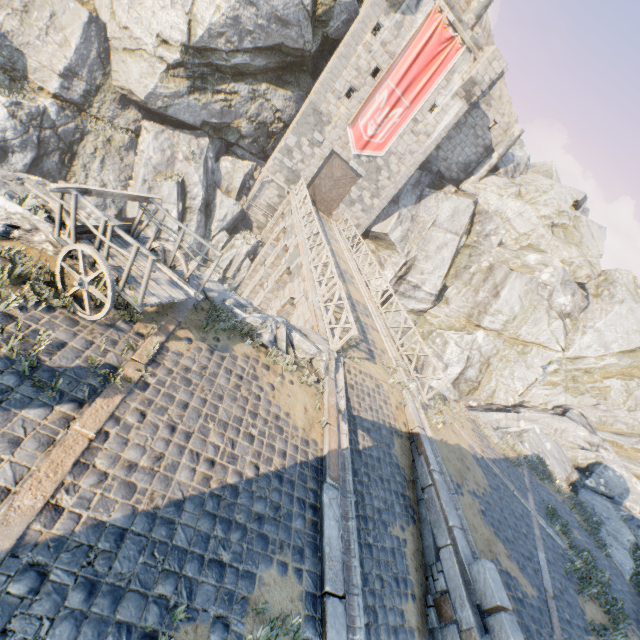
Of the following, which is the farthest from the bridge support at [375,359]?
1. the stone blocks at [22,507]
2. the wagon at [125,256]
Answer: the wagon at [125,256]

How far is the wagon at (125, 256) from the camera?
4.7 meters

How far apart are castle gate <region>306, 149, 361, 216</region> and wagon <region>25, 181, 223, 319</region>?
19.7m

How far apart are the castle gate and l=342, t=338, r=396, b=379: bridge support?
16.78m

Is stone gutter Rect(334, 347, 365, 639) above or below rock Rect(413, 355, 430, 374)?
above

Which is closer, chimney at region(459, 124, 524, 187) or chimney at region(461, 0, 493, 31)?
chimney at region(461, 0, 493, 31)

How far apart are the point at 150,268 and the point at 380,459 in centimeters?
717cm

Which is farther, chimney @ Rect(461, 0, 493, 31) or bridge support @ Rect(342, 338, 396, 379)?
chimney @ Rect(461, 0, 493, 31)
